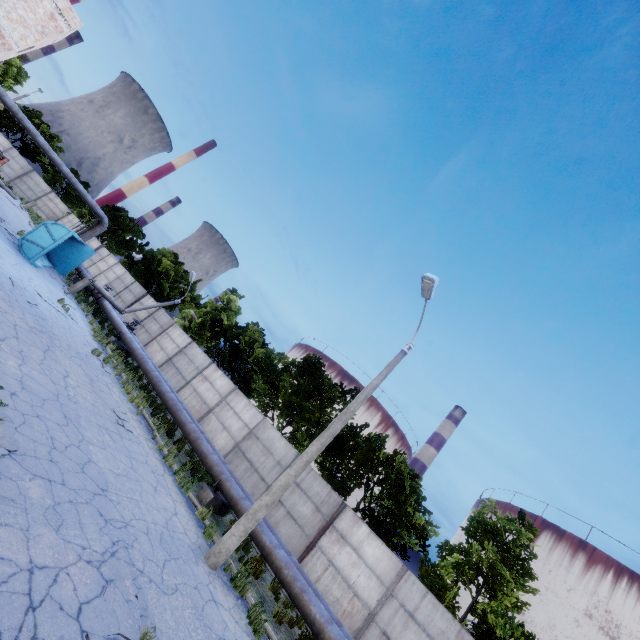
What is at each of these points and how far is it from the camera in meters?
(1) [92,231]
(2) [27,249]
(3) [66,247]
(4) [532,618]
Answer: (1) pipe, 26.6
(2) truck dump back, 18.0
(3) truck dump body, 23.2
(4) storage tank, 52.9

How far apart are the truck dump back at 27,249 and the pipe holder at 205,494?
16.2 meters

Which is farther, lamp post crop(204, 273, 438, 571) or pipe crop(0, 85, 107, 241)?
pipe crop(0, 85, 107, 241)

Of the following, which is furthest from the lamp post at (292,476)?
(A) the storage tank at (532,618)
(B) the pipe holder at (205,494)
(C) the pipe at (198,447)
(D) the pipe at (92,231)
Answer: (A) the storage tank at (532,618)

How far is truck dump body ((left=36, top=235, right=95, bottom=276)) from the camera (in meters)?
22.55

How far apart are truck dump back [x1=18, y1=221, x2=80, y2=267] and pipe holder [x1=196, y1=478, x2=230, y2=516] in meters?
16.2 m

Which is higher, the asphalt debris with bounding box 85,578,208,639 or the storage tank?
the storage tank

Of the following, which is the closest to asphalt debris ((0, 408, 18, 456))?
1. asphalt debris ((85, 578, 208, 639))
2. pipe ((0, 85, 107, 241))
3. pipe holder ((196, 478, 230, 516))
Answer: asphalt debris ((85, 578, 208, 639))
